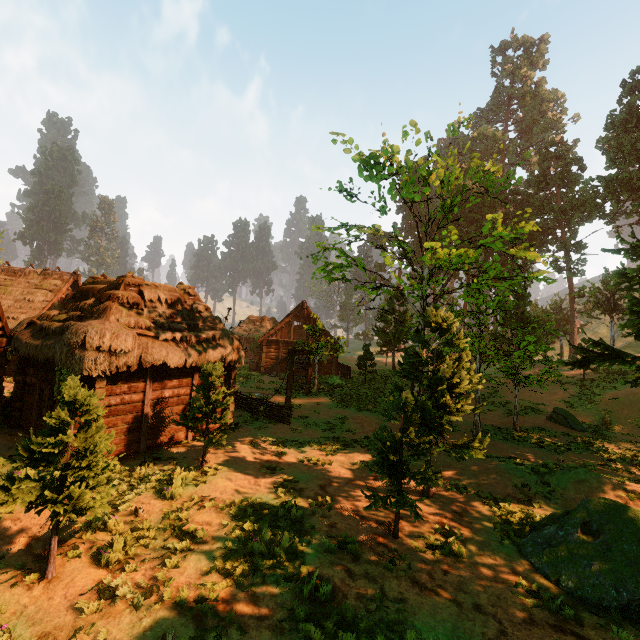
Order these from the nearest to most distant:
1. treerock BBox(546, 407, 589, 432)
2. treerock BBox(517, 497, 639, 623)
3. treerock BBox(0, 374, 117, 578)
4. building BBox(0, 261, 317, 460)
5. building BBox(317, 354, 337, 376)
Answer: treerock BBox(0, 374, 117, 578) < treerock BBox(517, 497, 639, 623) < building BBox(0, 261, 317, 460) < treerock BBox(546, 407, 589, 432) < building BBox(317, 354, 337, 376)

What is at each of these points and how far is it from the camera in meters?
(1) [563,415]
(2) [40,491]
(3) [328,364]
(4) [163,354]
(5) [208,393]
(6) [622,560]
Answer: (1) treerock, 19.2
(2) treerock, 5.9
(3) building, 35.3
(4) building, 11.6
(5) treerock, 11.3
(6) treerock, 6.8

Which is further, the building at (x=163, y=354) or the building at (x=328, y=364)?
the building at (x=328, y=364)

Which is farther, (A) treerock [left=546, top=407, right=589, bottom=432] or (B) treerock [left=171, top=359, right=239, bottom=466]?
(A) treerock [left=546, top=407, right=589, bottom=432]

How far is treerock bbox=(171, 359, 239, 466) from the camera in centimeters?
1070cm

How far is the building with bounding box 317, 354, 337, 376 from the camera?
35.0 meters

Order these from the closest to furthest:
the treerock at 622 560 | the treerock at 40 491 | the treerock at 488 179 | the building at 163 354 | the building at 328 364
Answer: the treerock at 40 491, the treerock at 622 560, the treerock at 488 179, the building at 163 354, the building at 328 364
